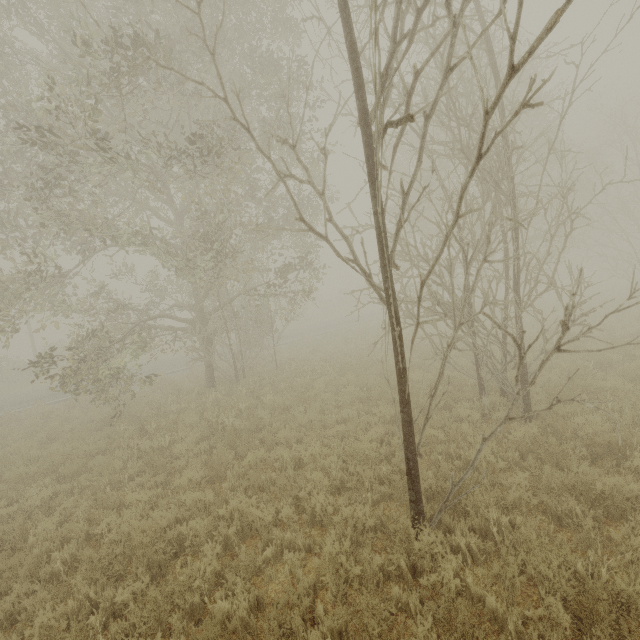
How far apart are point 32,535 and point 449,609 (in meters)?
7.01

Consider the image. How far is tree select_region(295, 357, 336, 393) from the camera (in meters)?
11.74

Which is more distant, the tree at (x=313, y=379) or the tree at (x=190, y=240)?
the tree at (x=313, y=379)

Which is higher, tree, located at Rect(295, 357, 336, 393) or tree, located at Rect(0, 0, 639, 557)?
tree, located at Rect(0, 0, 639, 557)

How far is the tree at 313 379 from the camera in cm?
1174

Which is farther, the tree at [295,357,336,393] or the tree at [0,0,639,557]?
the tree at [295,357,336,393]
